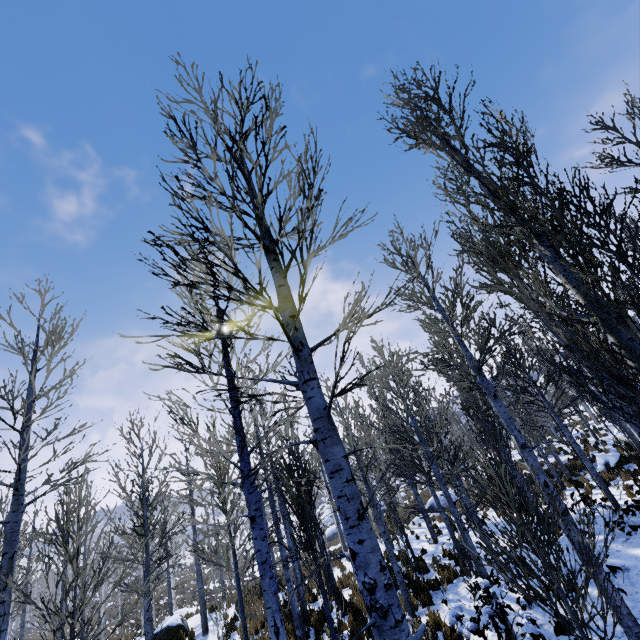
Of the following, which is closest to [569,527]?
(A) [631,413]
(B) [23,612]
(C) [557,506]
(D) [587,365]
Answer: Result: (C) [557,506]
